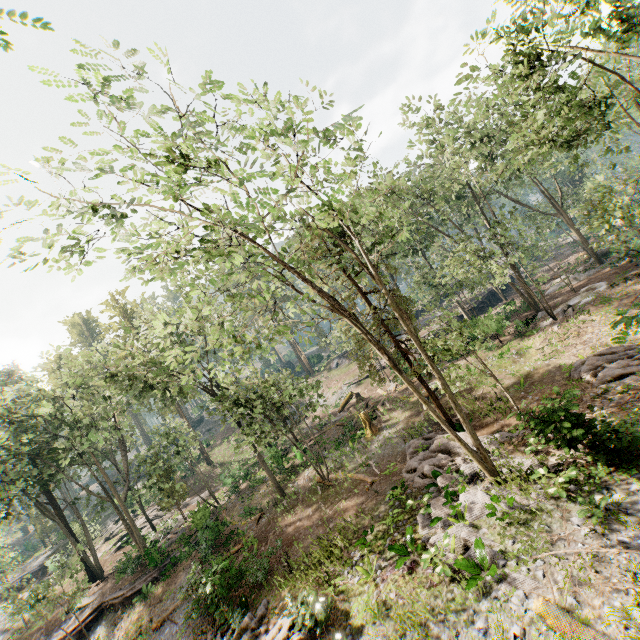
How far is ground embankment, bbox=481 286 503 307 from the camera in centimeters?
4216cm

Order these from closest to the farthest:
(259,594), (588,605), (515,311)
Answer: A: (588,605) < (259,594) < (515,311)

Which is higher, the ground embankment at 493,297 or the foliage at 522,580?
the ground embankment at 493,297

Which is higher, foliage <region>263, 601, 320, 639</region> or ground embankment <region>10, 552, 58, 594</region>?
ground embankment <region>10, 552, 58, 594</region>

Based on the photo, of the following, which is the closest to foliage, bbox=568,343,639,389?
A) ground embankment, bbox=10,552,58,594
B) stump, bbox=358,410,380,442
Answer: ground embankment, bbox=10,552,58,594

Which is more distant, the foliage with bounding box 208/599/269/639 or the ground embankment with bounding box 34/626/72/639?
the ground embankment with bounding box 34/626/72/639

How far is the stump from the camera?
24.46m

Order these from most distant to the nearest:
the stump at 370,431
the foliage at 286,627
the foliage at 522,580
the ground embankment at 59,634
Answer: the stump at 370,431
the ground embankment at 59,634
the foliage at 286,627
the foliage at 522,580
